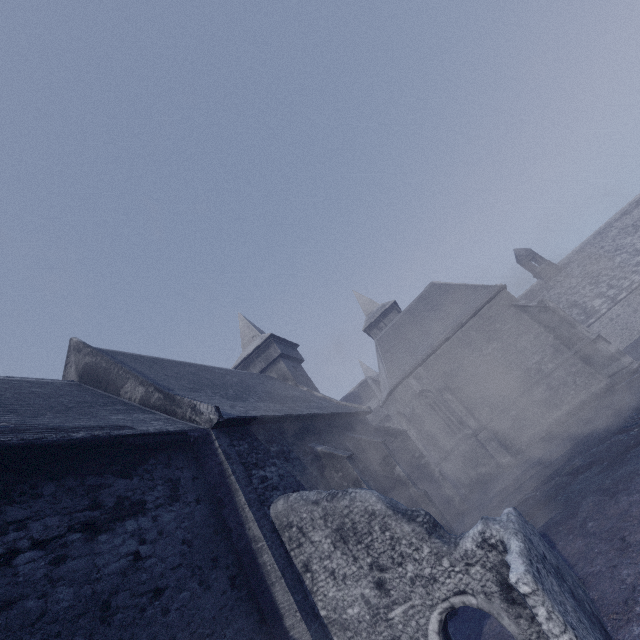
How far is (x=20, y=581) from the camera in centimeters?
417cm
